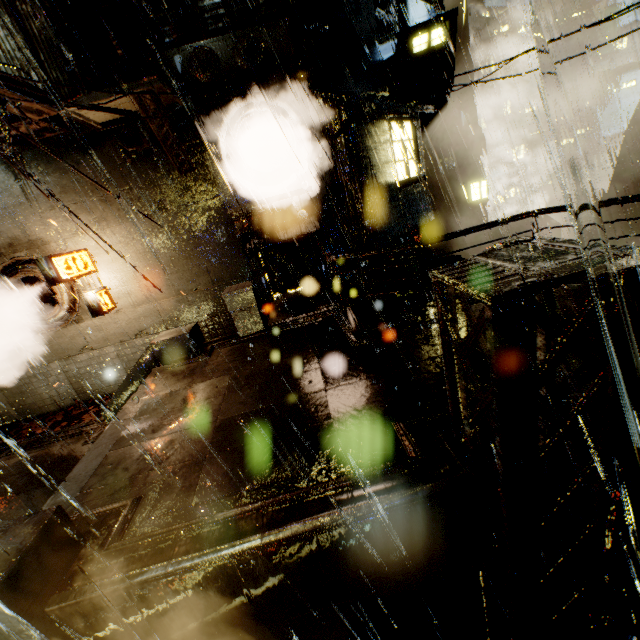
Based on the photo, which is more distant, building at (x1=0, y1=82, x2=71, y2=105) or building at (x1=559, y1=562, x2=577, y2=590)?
building at (x1=0, y1=82, x2=71, y2=105)

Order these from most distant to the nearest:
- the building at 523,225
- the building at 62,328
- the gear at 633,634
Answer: the building at 523,225, the building at 62,328, the gear at 633,634

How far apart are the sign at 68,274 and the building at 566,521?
12.4m

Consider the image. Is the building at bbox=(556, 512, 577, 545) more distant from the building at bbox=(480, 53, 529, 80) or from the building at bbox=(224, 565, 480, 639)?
the building at bbox=(480, 53, 529, 80)

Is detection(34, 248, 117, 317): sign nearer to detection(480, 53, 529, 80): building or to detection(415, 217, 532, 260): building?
detection(415, 217, 532, 260): building

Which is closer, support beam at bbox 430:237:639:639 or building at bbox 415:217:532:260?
support beam at bbox 430:237:639:639

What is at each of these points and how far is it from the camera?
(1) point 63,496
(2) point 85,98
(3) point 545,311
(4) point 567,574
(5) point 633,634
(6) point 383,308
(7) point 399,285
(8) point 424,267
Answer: (1) stairs, 4.9m
(2) building, 8.0m
(3) support beam, 2.4m
(4) building, 5.2m
(5) gear, 2.3m
(6) building, 9.4m
(7) building, 17.4m
(8) building, 15.4m

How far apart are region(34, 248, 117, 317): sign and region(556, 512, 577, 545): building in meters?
12.4
